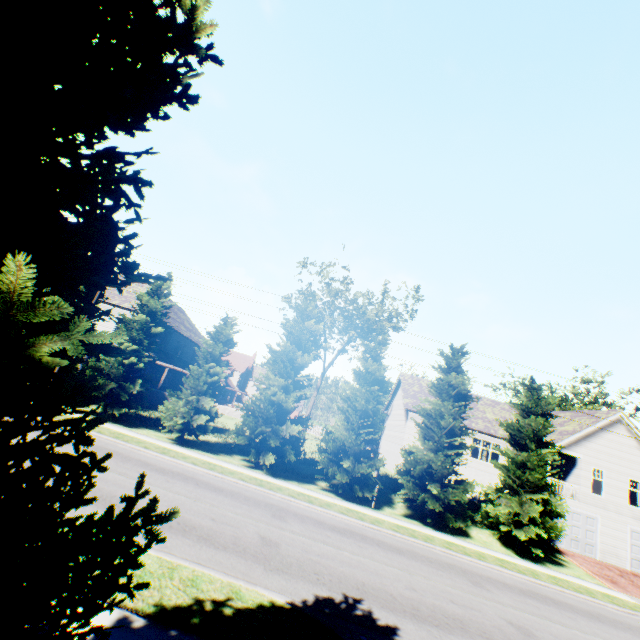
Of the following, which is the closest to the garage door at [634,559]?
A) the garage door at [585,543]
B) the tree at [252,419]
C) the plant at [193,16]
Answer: the garage door at [585,543]

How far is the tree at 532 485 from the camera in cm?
1902

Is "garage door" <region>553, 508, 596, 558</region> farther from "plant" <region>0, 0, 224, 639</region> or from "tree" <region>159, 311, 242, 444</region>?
"plant" <region>0, 0, 224, 639</region>

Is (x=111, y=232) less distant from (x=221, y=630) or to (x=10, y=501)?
(x=10, y=501)

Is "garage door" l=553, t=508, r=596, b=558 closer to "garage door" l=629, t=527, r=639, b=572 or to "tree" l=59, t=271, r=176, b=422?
"garage door" l=629, t=527, r=639, b=572

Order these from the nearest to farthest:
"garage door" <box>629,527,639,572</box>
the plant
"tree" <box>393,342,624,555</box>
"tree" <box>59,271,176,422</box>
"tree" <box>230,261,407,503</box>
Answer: the plant, "tree" <box>393,342,624,555</box>, "tree" <box>230,261,407,503</box>, "tree" <box>59,271,176,422</box>, "garage door" <box>629,527,639,572</box>

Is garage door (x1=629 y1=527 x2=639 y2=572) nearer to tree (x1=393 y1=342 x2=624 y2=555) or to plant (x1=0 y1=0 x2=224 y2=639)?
tree (x1=393 y1=342 x2=624 y2=555)
